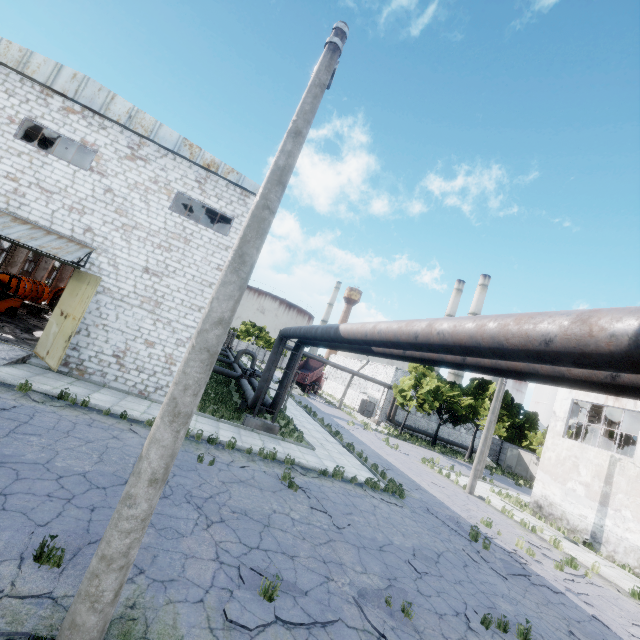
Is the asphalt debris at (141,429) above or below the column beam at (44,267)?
below

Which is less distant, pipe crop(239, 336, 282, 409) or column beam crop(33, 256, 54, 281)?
pipe crop(239, 336, 282, 409)

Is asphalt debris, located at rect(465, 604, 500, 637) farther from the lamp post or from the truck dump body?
the truck dump body

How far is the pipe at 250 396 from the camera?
16.4m

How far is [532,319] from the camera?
3.4m

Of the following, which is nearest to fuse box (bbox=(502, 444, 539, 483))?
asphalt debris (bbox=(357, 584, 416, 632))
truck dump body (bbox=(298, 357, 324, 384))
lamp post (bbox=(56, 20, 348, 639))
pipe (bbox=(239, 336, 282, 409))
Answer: truck dump body (bbox=(298, 357, 324, 384))

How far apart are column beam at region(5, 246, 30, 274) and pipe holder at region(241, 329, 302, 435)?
27.08m

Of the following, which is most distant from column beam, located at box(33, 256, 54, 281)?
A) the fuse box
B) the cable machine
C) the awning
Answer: the fuse box
